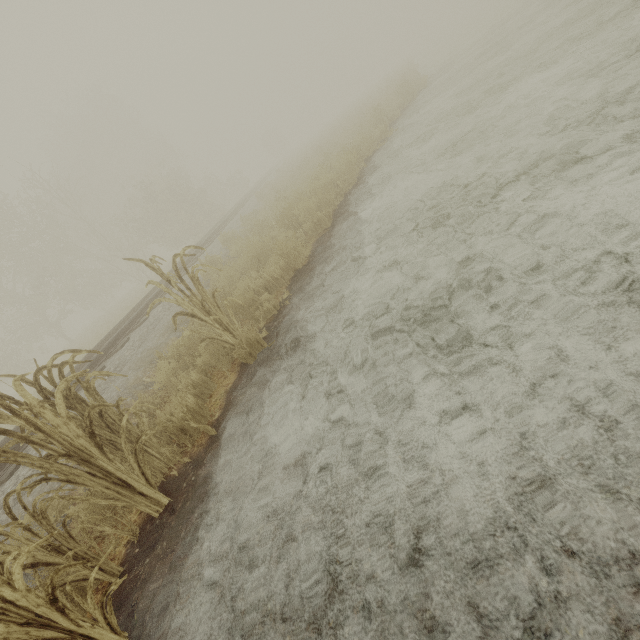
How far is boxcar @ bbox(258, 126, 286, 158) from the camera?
56.1m

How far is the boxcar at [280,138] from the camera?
56.12m

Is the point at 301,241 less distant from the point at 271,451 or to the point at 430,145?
the point at 430,145
